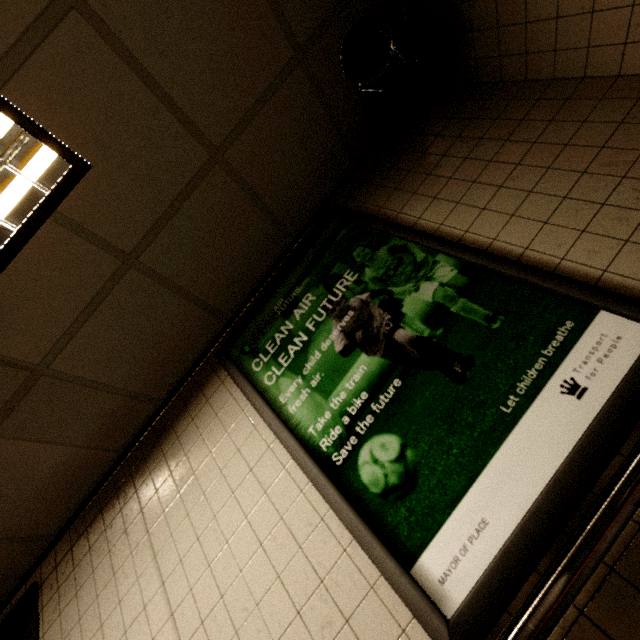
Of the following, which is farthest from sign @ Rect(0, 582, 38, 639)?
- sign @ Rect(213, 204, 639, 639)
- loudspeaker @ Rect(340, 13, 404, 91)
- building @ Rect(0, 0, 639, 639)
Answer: loudspeaker @ Rect(340, 13, 404, 91)

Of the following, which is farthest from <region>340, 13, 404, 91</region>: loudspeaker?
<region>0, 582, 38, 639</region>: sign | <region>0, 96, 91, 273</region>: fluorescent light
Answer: <region>0, 582, 38, 639</region>: sign

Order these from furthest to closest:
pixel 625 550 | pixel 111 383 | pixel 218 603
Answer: pixel 111 383
pixel 218 603
pixel 625 550

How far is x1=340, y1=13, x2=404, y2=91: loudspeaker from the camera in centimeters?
165cm

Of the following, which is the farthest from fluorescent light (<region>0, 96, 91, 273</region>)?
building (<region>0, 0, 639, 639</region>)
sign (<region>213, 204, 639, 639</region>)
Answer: sign (<region>213, 204, 639, 639</region>)

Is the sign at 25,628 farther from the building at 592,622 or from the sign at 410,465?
the sign at 410,465

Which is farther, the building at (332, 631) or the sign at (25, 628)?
the sign at (25, 628)

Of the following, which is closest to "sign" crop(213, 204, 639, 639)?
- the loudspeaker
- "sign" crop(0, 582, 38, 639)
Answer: the loudspeaker
